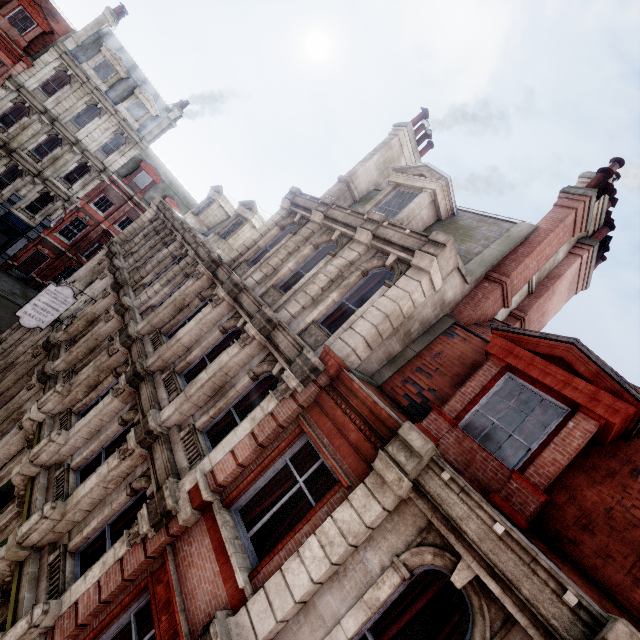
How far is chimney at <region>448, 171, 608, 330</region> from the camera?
8.7 meters

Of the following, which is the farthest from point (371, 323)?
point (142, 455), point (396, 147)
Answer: point (396, 147)

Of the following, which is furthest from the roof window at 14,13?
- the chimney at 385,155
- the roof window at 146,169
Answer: the chimney at 385,155

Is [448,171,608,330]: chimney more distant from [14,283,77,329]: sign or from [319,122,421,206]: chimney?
[14,283,77,329]: sign

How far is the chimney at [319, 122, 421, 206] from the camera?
13.4m

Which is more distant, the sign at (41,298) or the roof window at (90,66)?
the roof window at (90,66)

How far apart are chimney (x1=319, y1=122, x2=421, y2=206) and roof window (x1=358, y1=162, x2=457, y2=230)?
2.0 meters

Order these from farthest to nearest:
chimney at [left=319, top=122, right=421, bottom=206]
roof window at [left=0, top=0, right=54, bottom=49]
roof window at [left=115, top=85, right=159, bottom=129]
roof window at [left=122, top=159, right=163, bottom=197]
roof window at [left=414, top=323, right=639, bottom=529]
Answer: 1. roof window at [left=122, top=159, right=163, bottom=197]
2. roof window at [left=115, top=85, right=159, bottom=129]
3. roof window at [left=0, top=0, right=54, bottom=49]
4. chimney at [left=319, top=122, right=421, bottom=206]
5. roof window at [left=414, top=323, right=639, bottom=529]
